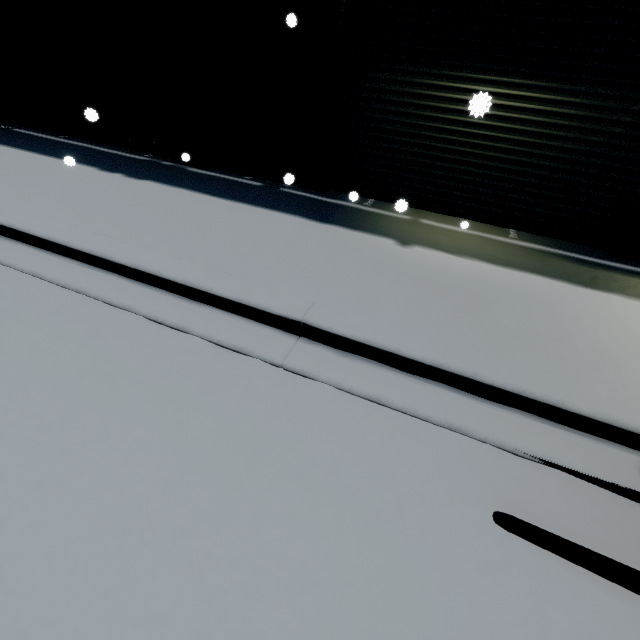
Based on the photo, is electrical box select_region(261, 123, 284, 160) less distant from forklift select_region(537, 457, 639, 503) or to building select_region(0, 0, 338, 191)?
building select_region(0, 0, 338, 191)

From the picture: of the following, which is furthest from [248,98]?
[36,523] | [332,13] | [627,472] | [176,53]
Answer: [627,472]

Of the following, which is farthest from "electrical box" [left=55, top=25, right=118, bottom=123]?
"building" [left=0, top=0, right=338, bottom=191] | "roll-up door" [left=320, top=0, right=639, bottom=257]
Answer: "roll-up door" [left=320, top=0, right=639, bottom=257]

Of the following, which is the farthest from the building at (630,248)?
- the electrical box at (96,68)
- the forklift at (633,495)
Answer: the forklift at (633,495)

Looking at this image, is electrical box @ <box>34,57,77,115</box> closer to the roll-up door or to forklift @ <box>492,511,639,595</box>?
the roll-up door

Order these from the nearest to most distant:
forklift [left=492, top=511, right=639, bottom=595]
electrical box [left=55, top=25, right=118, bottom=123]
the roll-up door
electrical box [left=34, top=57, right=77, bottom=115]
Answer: forklift [left=492, top=511, right=639, bottom=595] < the roll-up door < electrical box [left=55, top=25, right=118, bottom=123] < electrical box [left=34, top=57, right=77, bottom=115]

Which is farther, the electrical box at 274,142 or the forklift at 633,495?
the electrical box at 274,142
